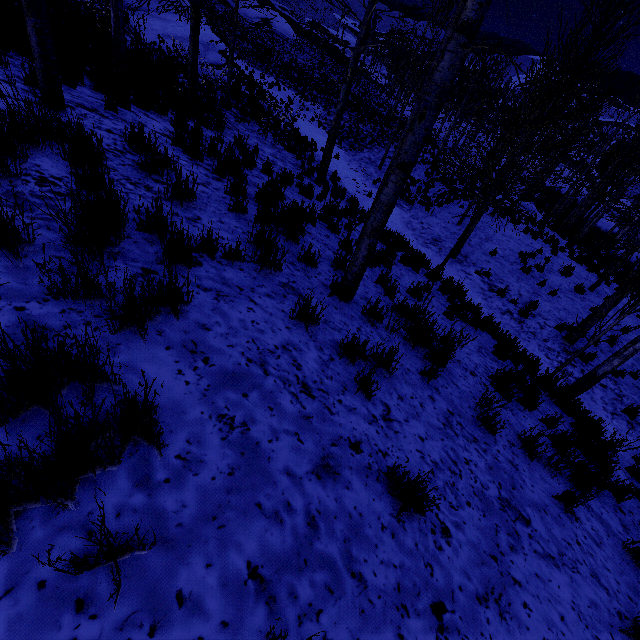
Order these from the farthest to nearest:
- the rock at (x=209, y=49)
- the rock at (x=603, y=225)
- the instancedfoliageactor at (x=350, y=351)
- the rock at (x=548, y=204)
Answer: the rock at (x=548, y=204) < the rock at (x=603, y=225) < the rock at (x=209, y=49) < the instancedfoliageactor at (x=350, y=351)

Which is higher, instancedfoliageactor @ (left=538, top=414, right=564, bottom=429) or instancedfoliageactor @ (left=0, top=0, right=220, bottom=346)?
instancedfoliageactor @ (left=0, top=0, right=220, bottom=346)

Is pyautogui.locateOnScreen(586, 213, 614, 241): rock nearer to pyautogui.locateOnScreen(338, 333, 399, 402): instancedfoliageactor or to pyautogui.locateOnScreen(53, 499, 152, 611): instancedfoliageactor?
pyautogui.locateOnScreen(338, 333, 399, 402): instancedfoliageactor

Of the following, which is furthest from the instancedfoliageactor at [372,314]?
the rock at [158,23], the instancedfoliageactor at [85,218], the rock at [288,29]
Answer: the rock at [288,29]

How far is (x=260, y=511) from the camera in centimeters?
168cm

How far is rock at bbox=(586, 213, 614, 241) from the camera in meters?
32.2 m

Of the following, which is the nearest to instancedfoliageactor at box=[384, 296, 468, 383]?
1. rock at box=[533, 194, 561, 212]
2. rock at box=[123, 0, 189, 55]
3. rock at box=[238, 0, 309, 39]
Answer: rock at box=[533, 194, 561, 212]

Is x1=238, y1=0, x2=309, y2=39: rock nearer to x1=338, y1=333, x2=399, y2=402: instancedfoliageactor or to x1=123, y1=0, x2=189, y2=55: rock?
x1=123, y1=0, x2=189, y2=55: rock
